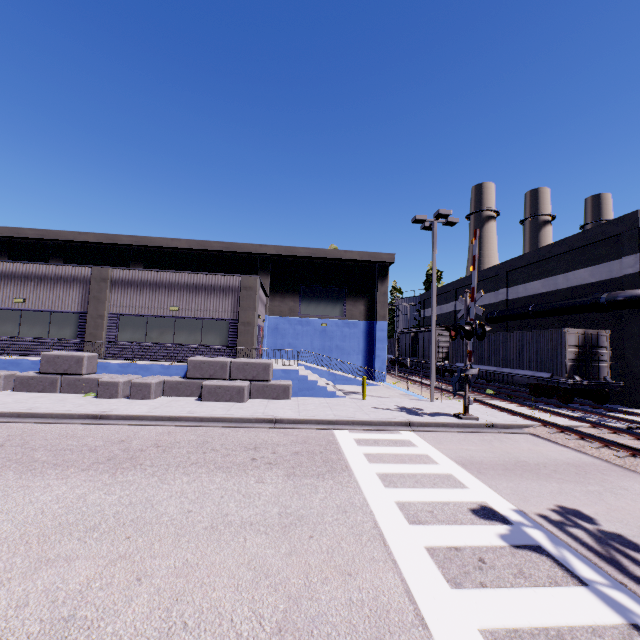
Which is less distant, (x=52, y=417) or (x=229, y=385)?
(x=52, y=417)

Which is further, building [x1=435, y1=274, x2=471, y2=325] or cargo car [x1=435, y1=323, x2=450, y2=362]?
building [x1=435, y1=274, x2=471, y2=325]

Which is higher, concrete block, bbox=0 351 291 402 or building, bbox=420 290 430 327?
building, bbox=420 290 430 327

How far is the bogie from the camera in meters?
16.5

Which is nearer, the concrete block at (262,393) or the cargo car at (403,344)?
the concrete block at (262,393)

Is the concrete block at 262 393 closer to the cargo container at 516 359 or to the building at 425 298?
the building at 425 298

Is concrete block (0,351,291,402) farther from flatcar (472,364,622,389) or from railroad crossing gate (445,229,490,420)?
flatcar (472,364,622,389)

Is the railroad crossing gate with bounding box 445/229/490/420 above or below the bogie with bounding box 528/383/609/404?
above
